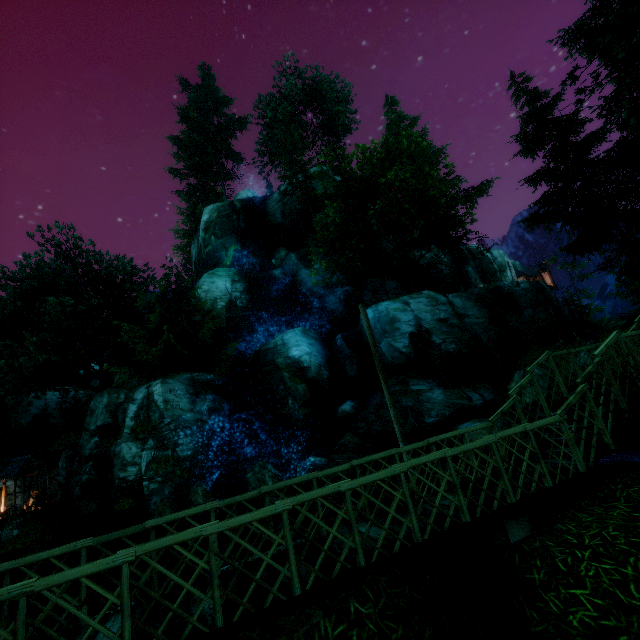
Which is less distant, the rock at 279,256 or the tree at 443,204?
the tree at 443,204

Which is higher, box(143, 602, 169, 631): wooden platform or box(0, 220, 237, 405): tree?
box(0, 220, 237, 405): tree

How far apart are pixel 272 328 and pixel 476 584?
24.1m

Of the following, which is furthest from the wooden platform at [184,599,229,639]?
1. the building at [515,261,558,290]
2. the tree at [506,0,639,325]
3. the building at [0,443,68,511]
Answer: the building at [515,261,558,290]

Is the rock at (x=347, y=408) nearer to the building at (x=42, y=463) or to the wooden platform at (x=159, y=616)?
the wooden platform at (x=159, y=616)

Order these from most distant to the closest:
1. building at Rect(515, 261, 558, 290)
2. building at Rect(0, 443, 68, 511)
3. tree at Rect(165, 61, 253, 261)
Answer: building at Rect(515, 261, 558, 290)
tree at Rect(165, 61, 253, 261)
building at Rect(0, 443, 68, 511)

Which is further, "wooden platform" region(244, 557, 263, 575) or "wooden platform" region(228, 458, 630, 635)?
"wooden platform" region(244, 557, 263, 575)

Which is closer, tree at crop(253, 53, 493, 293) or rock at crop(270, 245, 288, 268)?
tree at crop(253, 53, 493, 293)
